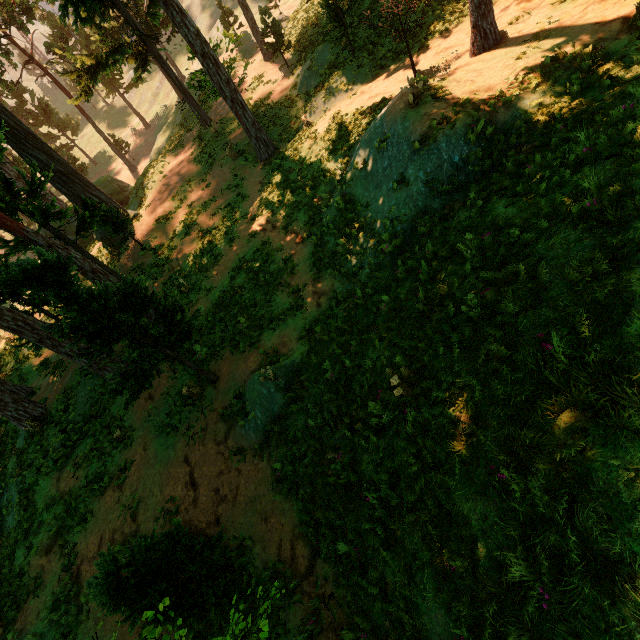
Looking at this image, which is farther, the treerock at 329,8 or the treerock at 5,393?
the treerock at 329,8

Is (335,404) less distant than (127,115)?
Yes

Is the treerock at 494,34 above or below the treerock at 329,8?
below

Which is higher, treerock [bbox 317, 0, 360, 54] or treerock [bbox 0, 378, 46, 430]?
treerock [bbox 317, 0, 360, 54]

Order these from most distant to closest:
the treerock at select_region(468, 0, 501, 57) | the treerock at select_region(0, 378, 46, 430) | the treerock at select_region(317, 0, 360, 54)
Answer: the treerock at select_region(317, 0, 360, 54) → the treerock at select_region(0, 378, 46, 430) → the treerock at select_region(468, 0, 501, 57)

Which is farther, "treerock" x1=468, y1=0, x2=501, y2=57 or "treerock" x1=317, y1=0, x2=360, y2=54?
"treerock" x1=317, y1=0, x2=360, y2=54
